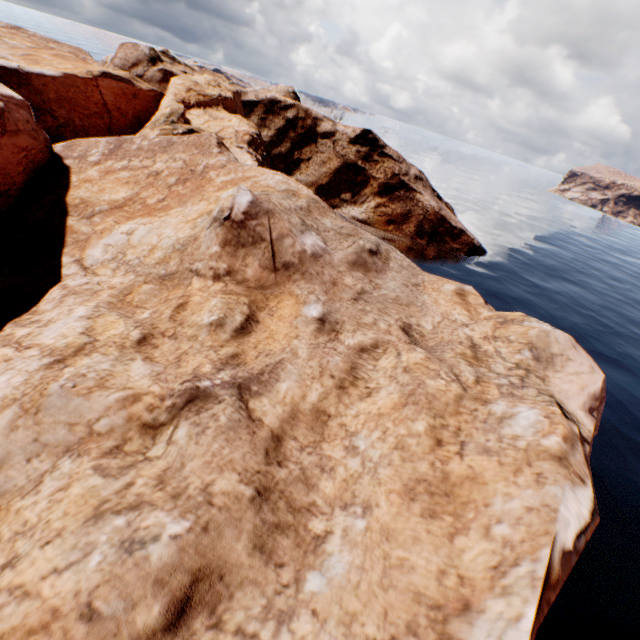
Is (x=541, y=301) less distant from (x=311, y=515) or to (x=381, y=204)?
(x=381, y=204)
